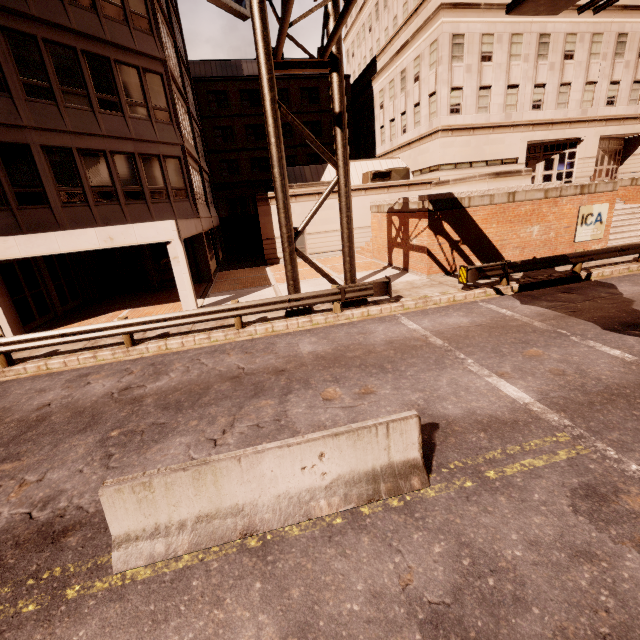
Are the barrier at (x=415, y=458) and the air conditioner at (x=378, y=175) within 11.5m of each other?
no

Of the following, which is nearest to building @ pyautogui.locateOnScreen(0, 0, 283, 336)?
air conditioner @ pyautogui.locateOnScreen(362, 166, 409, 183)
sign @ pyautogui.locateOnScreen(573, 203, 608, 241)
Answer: air conditioner @ pyautogui.locateOnScreen(362, 166, 409, 183)

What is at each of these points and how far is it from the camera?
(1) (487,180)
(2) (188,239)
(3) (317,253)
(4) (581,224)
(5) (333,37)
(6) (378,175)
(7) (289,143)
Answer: (1) planter, 15.53m
(2) building, 18.91m
(3) building, 24.47m
(4) sign, 16.17m
(5) sign, 8.69m
(6) air conditioner, 25.03m
(7) building, 39.16m

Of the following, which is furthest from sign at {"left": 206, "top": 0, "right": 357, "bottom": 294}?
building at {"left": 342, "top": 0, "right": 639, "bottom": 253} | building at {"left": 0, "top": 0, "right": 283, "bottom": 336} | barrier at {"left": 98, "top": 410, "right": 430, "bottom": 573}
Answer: building at {"left": 342, "top": 0, "right": 639, "bottom": 253}

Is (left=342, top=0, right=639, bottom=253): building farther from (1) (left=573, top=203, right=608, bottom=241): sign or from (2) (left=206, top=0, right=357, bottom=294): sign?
(2) (left=206, top=0, right=357, bottom=294): sign

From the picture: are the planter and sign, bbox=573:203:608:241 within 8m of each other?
yes

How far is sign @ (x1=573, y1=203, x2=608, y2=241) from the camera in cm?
1602

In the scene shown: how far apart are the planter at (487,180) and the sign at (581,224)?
2.6m
